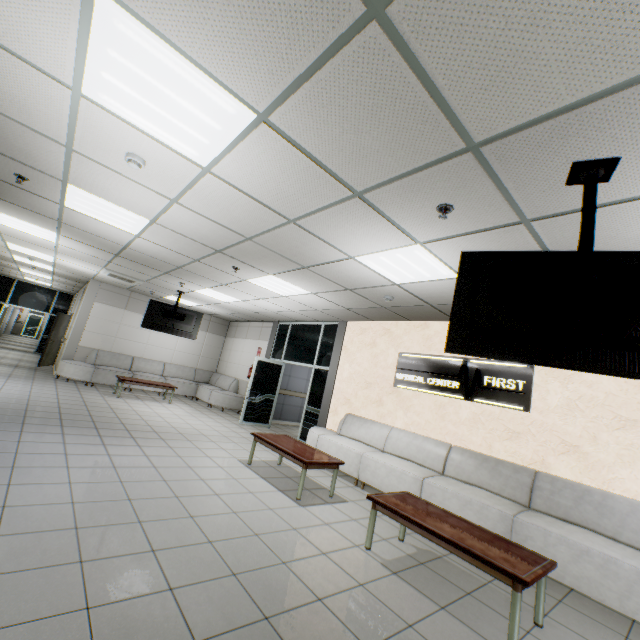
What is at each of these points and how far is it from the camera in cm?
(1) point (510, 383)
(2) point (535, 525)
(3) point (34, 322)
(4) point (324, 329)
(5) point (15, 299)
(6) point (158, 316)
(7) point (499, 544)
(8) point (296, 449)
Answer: (1) sign, 502
(2) sofa, 369
(3) door, 2770
(4) doorway, 900
(5) doorway, 1518
(6) tv, 912
(7) table, 300
(8) table, 506

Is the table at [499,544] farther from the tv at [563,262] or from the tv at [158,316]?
the tv at [158,316]

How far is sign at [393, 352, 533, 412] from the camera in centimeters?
495cm

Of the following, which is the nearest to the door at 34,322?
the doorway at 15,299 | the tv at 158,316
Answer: the doorway at 15,299

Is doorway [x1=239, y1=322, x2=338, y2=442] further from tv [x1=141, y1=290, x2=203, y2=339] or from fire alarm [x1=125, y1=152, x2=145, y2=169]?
fire alarm [x1=125, y1=152, x2=145, y2=169]

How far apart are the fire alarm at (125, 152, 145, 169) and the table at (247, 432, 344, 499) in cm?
400

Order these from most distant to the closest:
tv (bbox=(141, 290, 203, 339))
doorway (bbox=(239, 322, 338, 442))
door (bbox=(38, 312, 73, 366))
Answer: door (bbox=(38, 312, 73, 366))
tv (bbox=(141, 290, 203, 339))
doorway (bbox=(239, 322, 338, 442))

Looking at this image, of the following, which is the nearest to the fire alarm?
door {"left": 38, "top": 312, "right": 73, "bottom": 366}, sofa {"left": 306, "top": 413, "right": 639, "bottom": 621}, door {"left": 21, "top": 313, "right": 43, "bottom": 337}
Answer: sofa {"left": 306, "top": 413, "right": 639, "bottom": 621}
